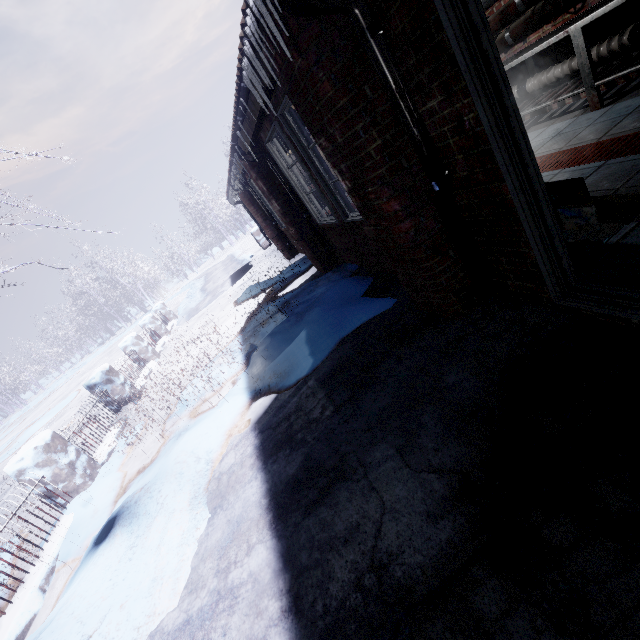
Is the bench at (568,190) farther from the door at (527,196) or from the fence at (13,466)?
the fence at (13,466)

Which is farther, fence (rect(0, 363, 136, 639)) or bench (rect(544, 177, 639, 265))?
fence (rect(0, 363, 136, 639))

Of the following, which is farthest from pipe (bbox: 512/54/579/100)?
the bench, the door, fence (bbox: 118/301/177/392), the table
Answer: fence (bbox: 118/301/177/392)

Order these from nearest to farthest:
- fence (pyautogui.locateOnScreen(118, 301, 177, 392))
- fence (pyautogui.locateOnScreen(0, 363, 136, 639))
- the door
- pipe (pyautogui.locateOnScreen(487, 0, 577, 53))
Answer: the door < fence (pyautogui.locateOnScreen(0, 363, 136, 639)) < pipe (pyautogui.locateOnScreen(487, 0, 577, 53)) < fence (pyautogui.locateOnScreen(118, 301, 177, 392))

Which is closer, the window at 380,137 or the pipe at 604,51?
the window at 380,137

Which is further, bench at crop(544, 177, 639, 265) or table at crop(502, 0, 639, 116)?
table at crop(502, 0, 639, 116)

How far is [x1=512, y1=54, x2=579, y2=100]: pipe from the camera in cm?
366

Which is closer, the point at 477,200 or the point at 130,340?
the point at 477,200
